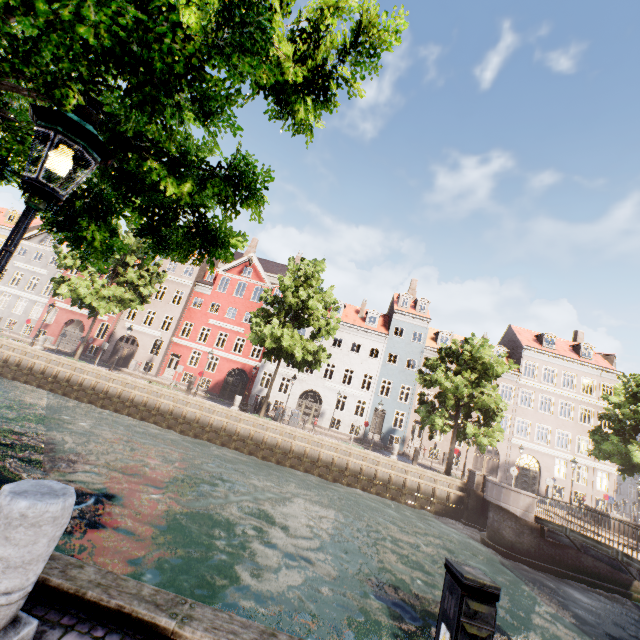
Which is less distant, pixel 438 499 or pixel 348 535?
pixel 348 535

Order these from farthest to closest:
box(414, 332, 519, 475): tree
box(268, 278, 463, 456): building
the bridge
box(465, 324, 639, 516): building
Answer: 1. box(268, 278, 463, 456): building
2. box(465, 324, 639, 516): building
3. box(414, 332, 519, 475): tree
4. the bridge

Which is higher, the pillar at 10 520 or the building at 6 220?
the building at 6 220

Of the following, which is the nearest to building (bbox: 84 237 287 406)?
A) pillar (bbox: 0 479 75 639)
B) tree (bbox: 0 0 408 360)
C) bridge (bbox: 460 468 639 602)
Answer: tree (bbox: 0 0 408 360)

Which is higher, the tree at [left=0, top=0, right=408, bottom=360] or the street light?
the tree at [left=0, top=0, right=408, bottom=360]

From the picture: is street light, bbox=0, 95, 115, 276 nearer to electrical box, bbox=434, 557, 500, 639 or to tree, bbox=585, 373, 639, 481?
tree, bbox=585, 373, 639, 481

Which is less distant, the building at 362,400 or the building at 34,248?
the building at 362,400

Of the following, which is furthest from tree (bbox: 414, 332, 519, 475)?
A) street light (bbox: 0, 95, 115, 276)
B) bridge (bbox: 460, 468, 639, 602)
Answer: bridge (bbox: 460, 468, 639, 602)
